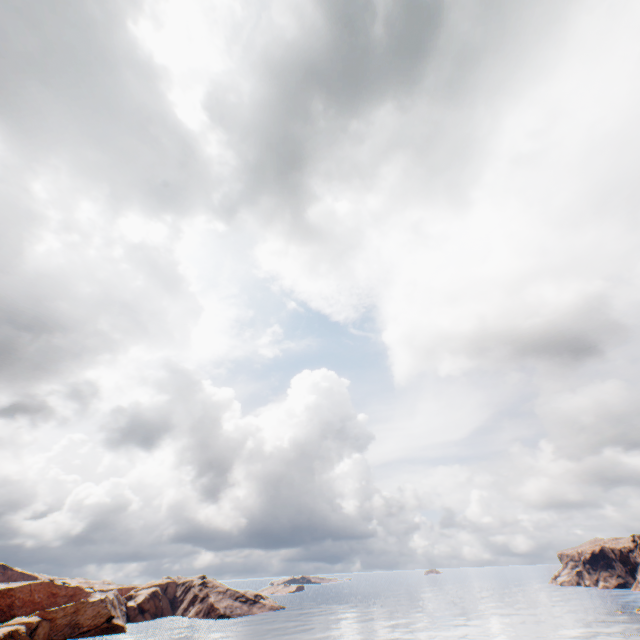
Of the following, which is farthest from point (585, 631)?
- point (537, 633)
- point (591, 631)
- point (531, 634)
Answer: point (531, 634)
